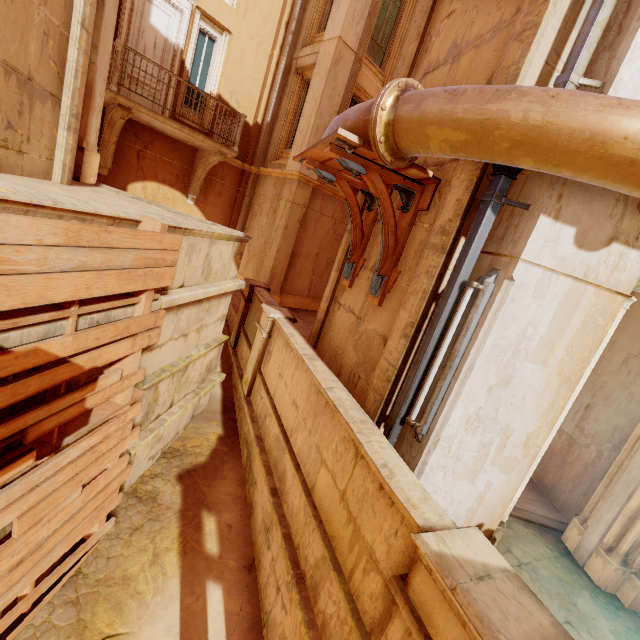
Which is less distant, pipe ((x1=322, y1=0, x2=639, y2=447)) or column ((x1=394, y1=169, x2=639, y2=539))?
pipe ((x1=322, y1=0, x2=639, y2=447))

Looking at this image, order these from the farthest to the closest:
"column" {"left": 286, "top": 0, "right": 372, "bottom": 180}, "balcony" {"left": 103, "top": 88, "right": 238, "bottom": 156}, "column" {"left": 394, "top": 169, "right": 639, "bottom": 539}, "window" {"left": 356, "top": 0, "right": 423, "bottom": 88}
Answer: "window" {"left": 356, "top": 0, "right": 423, "bottom": 88} < "column" {"left": 286, "top": 0, "right": 372, "bottom": 180} < "balcony" {"left": 103, "top": 88, "right": 238, "bottom": 156} < "column" {"left": 394, "top": 169, "right": 639, "bottom": 539}

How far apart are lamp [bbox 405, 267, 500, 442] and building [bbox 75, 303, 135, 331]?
3.1 meters

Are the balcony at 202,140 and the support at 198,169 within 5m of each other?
yes

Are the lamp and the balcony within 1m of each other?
no

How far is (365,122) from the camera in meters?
3.1

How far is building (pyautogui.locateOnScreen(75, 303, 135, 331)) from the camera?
2.8 meters

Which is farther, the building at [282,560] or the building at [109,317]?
the building at [109,317]
